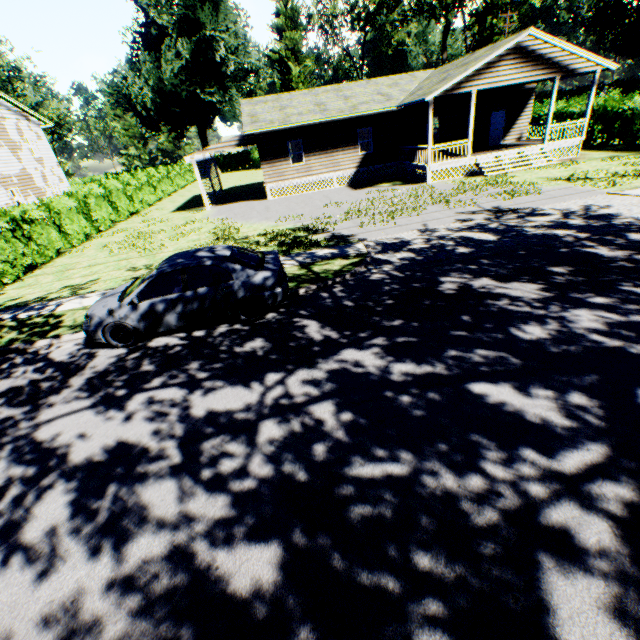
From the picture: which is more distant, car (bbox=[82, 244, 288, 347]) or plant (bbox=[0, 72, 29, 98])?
plant (bbox=[0, 72, 29, 98])

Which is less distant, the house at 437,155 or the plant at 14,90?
the house at 437,155

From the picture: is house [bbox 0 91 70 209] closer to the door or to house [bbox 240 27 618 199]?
house [bbox 240 27 618 199]

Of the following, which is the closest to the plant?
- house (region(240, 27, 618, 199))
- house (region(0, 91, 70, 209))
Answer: house (region(0, 91, 70, 209))

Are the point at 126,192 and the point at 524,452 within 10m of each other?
no

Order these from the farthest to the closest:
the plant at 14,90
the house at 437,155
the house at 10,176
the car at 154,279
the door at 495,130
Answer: the plant at 14,90 < the house at 10,176 < the door at 495,130 < the house at 437,155 < the car at 154,279

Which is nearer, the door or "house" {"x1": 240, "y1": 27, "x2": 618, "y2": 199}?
"house" {"x1": 240, "y1": 27, "x2": 618, "y2": 199}
